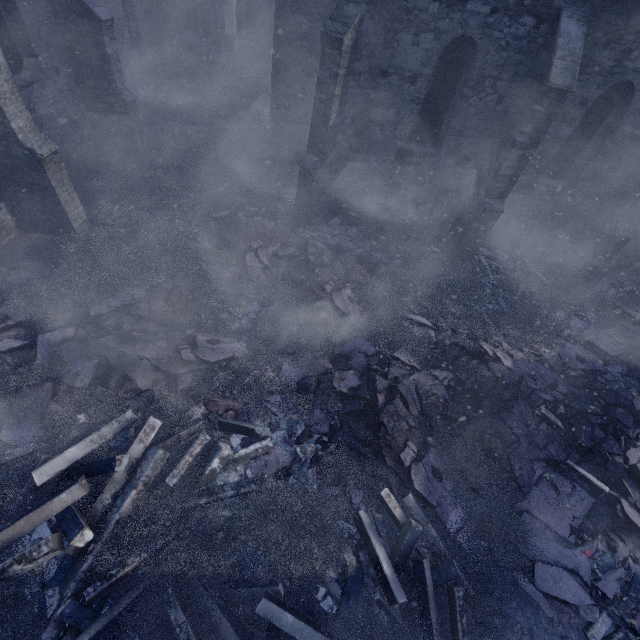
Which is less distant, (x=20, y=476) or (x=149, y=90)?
(x=20, y=476)

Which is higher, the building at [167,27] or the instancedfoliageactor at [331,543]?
the building at [167,27]

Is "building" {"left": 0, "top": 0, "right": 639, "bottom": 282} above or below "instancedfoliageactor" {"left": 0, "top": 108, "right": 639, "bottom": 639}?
above

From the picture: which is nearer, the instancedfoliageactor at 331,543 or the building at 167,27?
the instancedfoliageactor at 331,543

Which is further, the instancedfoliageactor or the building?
the building
